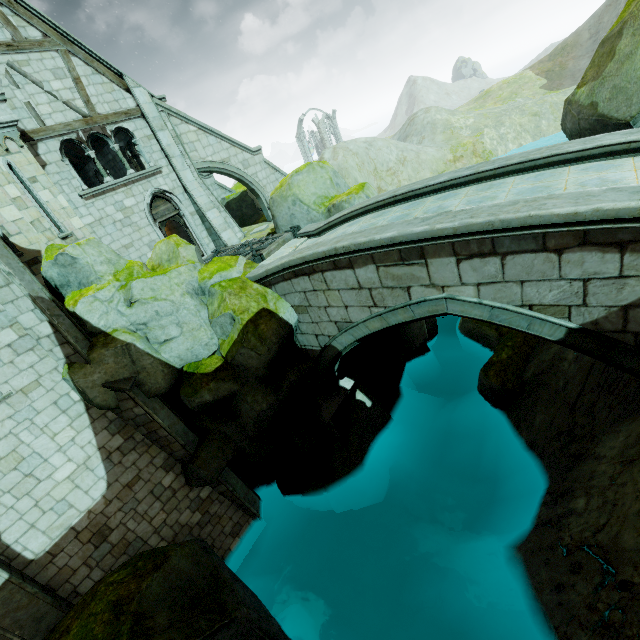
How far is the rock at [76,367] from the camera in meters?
8.4

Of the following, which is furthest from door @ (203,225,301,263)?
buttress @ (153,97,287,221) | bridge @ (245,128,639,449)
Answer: buttress @ (153,97,287,221)

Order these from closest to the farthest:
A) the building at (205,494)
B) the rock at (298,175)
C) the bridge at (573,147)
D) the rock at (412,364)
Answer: the bridge at (573,147) → the building at (205,494) → the rock at (298,175) → the rock at (412,364)

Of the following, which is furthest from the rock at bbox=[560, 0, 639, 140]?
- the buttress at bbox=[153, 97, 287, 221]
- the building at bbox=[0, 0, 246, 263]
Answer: the building at bbox=[0, 0, 246, 263]

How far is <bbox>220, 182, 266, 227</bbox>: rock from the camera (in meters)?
20.27

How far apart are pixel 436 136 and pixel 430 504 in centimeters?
4947cm

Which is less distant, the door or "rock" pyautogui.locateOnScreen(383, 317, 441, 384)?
the door

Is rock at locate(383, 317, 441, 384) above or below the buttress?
below
